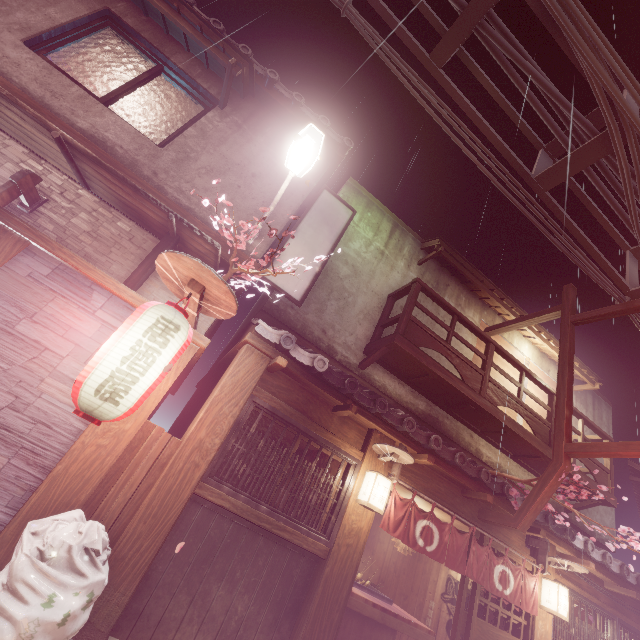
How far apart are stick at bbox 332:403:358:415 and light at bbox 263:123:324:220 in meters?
5.0 m

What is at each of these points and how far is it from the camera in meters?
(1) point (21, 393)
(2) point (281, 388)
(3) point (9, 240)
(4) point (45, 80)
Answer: (1) house, 5.7 m
(2) wood panel, 8.3 m
(3) wood pole, 6.3 m
(4) house, 7.8 m

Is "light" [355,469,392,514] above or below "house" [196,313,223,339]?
below

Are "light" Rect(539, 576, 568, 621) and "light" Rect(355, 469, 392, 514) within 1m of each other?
no

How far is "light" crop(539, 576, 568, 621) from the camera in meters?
9.2 m

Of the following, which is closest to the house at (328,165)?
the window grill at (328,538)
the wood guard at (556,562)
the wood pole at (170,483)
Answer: the wood pole at (170,483)

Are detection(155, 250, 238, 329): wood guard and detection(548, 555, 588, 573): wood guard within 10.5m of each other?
no

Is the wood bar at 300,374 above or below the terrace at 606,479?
below
